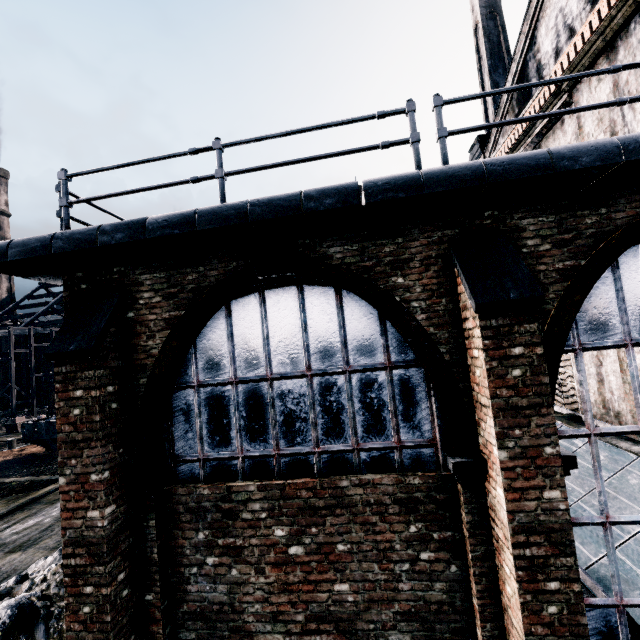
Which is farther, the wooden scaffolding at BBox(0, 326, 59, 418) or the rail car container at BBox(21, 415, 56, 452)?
the wooden scaffolding at BBox(0, 326, 59, 418)

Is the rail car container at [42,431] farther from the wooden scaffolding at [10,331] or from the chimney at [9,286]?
the chimney at [9,286]

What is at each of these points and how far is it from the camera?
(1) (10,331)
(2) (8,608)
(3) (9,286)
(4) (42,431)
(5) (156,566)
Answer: (1) wooden scaffolding, 40.3m
(2) stone debris, 7.2m
(3) chimney, 59.2m
(4) rail car container, 23.3m
(5) building, 5.0m

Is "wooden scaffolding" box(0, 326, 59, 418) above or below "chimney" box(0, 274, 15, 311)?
below

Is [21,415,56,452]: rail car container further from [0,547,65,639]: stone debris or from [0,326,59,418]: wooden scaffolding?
[0,326,59,418]: wooden scaffolding

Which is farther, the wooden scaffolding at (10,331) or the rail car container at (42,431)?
the wooden scaffolding at (10,331)

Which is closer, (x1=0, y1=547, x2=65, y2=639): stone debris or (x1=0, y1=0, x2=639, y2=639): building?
(x1=0, y1=0, x2=639, y2=639): building

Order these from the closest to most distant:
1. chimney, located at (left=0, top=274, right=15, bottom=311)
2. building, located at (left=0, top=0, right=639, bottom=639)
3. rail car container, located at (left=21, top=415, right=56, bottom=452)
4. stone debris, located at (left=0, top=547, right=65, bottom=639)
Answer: building, located at (left=0, top=0, right=639, bottom=639) → stone debris, located at (left=0, top=547, right=65, bottom=639) → rail car container, located at (left=21, top=415, right=56, bottom=452) → chimney, located at (left=0, top=274, right=15, bottom=311)
